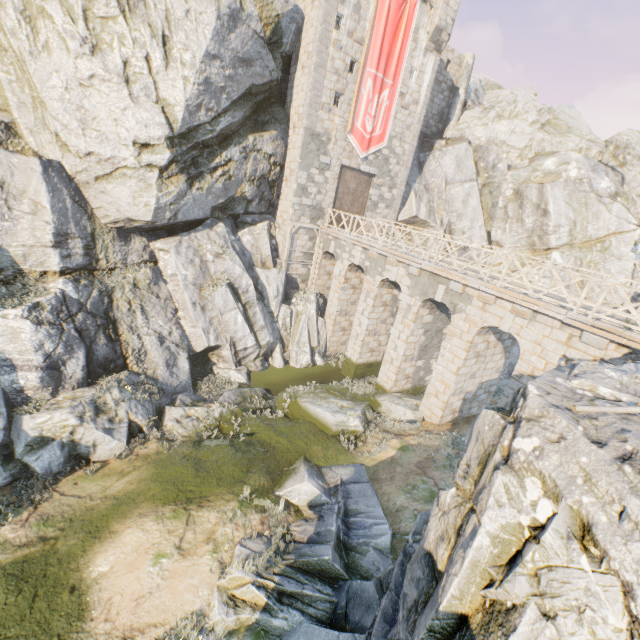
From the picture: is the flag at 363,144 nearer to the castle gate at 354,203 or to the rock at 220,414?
the castle gate at 354,203

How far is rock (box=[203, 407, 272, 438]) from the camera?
13.1m

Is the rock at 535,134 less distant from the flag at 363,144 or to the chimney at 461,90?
the chimney at 461,90

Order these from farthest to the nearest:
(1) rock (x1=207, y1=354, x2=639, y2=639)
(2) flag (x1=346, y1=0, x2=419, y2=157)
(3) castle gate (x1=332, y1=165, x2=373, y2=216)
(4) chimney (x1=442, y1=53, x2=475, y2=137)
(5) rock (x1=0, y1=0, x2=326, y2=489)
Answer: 1. (4) chimney (x1=442, y1=53, x2=475, y2=137)
2. (3) castle gate (x1=332, y1=165, x2=373, y2=216)
3. (2) flag (x1=346, y1=0, x2=419, y2=157)
4. (5) rock (x1=0, y1=0, x2=326, y2=489)
5. (1) rock (x1=207, y1=354, x2=639, y2=639)

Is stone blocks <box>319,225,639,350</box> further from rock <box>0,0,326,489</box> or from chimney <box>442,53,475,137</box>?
chimney <box>442,53,475,137</box>

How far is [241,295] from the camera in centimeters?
1836cm

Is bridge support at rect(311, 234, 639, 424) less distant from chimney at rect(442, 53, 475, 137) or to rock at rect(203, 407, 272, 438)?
rock at rect(203, 407, 272, 438)
